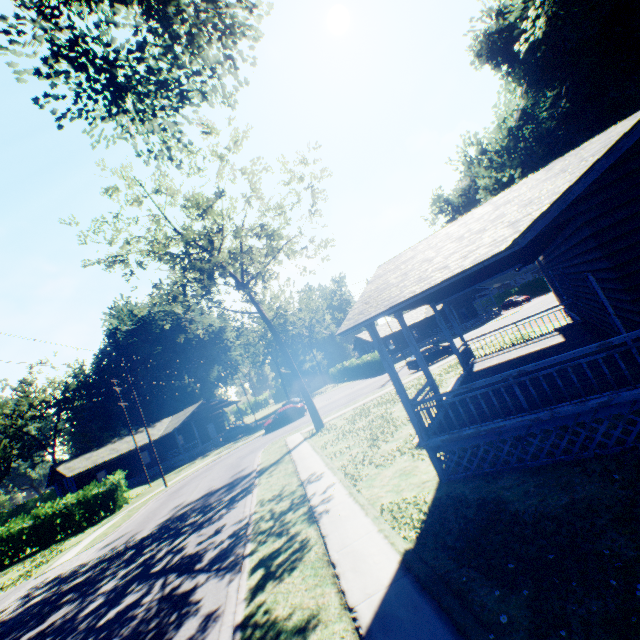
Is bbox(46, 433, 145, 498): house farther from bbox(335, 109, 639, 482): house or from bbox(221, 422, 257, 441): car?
bbox(335, 109, 639, 482): house

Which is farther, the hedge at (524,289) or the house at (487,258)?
the hedge at (524,289)

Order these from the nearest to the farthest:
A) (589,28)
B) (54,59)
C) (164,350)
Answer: (54,59)
(589,28)
(164,350)

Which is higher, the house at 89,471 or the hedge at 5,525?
the house at 89,471

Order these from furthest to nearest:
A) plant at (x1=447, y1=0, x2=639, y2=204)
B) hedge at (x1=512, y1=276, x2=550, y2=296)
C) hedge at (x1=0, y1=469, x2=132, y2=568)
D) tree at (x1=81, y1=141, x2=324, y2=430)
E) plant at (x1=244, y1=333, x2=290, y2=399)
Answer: plant at (x1=244, y1=333, x2=290, y2=399) < hedge at (x1=512, y1=276, x2=550, y2=296) < hedge at (x1=0, y1=469, x2=132, y2=568) < tree at (x1=81, y1=141, x2=324, y2=430) < plant at (x1=447, y1=0, x2=639, y2=204)

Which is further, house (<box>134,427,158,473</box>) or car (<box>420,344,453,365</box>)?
house (<box>134,427,158,473</box>)

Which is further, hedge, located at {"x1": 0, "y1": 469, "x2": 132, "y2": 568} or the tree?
hedge, located at {"x1": 0, "y1": 469, "x2": 132, "y2": 568}

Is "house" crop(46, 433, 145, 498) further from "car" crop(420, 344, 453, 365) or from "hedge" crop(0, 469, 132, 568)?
"car" crop(420, 344, 453, 365)
